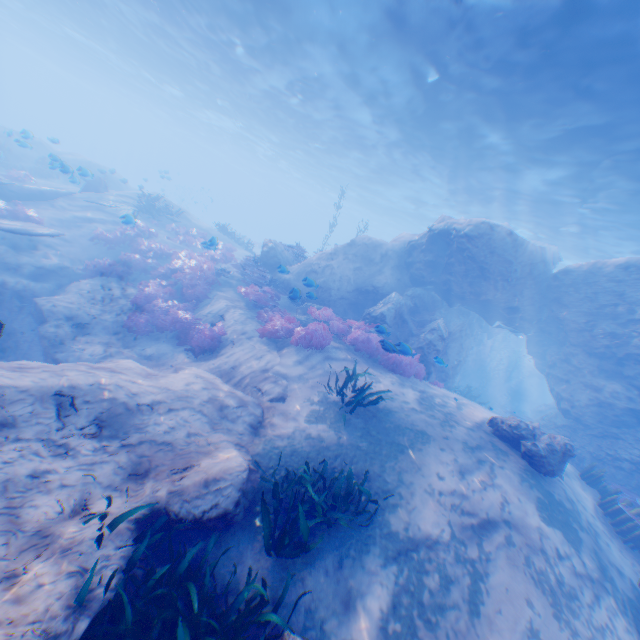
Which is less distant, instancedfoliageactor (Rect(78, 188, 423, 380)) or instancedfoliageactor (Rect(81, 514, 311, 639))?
instancedfoliageactor (Rect(81, 514, 311, 639))

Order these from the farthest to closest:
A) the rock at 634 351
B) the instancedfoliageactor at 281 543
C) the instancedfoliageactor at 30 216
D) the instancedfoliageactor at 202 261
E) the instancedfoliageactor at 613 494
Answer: the instancedfoliageactor at 30 216 < the rock at 634 351 < the instancedfoliageactor at 202 261 < the instancedfoliageactor at 613 494 < the instancedfoliageactor at 281 543

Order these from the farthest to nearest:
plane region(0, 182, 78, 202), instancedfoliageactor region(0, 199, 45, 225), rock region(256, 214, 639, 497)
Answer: plane region(0, 182, 78, 202), instancedfoliageactor region(0, 199, 45, 225), rock region(256, 214, 639, 497)

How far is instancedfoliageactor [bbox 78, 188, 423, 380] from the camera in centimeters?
1102cm

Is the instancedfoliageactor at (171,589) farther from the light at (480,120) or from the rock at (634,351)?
the light at (480,120)

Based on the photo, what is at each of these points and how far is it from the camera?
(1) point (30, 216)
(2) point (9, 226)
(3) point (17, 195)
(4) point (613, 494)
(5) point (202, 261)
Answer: (1) instancedfoliageactor, 14.3m
(2) plane, 12.0m
(3) plane, 16.0m
(4) instancedfoliageactor, 8.9m
(5) instancedfoliageactor, 15.0m

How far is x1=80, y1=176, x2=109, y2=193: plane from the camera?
19.3 meters

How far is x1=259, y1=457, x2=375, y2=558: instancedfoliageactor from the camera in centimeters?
457cm
